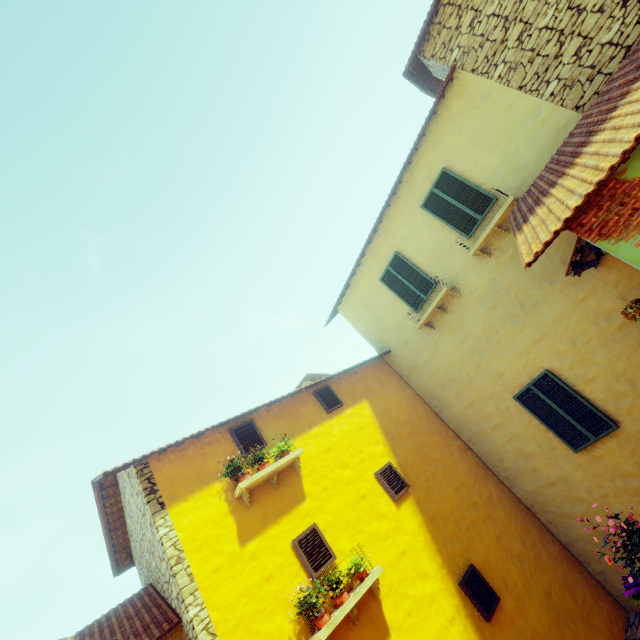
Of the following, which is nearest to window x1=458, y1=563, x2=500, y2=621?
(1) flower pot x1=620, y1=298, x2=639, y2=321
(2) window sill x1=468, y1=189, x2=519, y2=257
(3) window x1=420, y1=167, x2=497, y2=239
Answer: (1) flower pot x1=620, y1=298, x2=639, y2=321

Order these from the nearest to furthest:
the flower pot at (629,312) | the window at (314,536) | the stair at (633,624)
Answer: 1. the flower pot at (629,312)
2. the window at (314,536)
3. the stair at (633,624)

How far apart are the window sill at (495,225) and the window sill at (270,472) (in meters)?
6.05

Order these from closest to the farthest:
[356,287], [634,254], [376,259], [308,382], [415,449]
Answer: [634,254] → [415,449] → [376,259] → [356,287] → [308,382]

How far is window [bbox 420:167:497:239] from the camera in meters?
7.8 m

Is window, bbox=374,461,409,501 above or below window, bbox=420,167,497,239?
below

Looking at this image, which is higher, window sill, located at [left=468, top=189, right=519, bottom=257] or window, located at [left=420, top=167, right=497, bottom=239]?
window, located at [left=420, top=167, right=497, bottom=239]

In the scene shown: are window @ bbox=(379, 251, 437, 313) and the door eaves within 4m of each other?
yes
